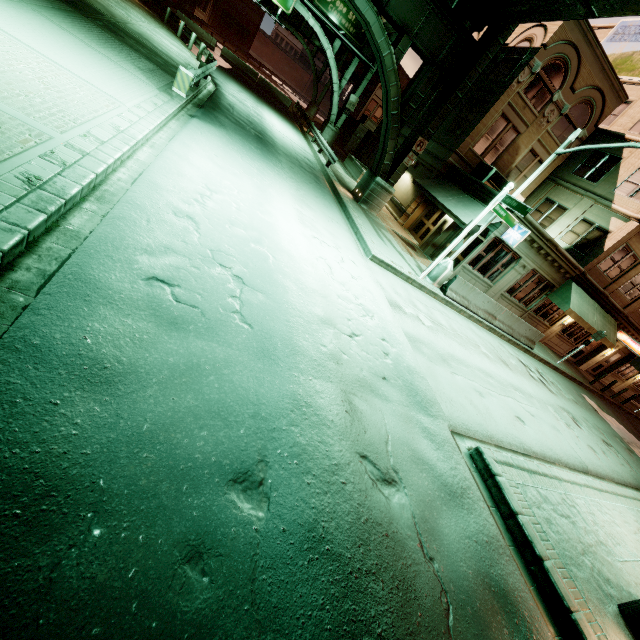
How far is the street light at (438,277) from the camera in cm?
1346

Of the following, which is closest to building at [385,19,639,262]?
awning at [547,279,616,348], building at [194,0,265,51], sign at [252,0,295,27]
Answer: awning at [547,279,616,348]

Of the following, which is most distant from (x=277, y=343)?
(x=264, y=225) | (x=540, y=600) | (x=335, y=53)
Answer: (x=335, y=53)

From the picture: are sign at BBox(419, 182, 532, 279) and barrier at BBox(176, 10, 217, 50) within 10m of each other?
no

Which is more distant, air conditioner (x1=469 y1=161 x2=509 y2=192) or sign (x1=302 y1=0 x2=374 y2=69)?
sign (x1=302 y1=0 x2=374 y2=69)

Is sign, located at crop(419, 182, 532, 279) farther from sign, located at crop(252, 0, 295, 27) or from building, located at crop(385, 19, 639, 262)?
sign, located at crop(252, 0, 295, 27)

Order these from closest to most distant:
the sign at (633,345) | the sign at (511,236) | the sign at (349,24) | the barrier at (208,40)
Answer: the sign at (511,236) < the sign at (633,345) < the sign at (349,24) < the barrier at (208,40)

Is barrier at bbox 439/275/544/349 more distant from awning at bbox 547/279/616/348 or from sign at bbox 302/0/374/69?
sign at bbox 302/0/374/69
